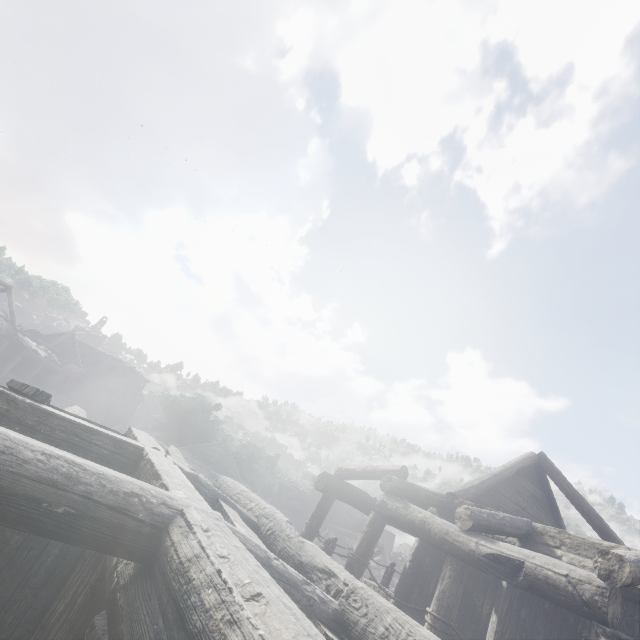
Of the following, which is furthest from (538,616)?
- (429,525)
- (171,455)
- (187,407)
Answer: (187,407)
